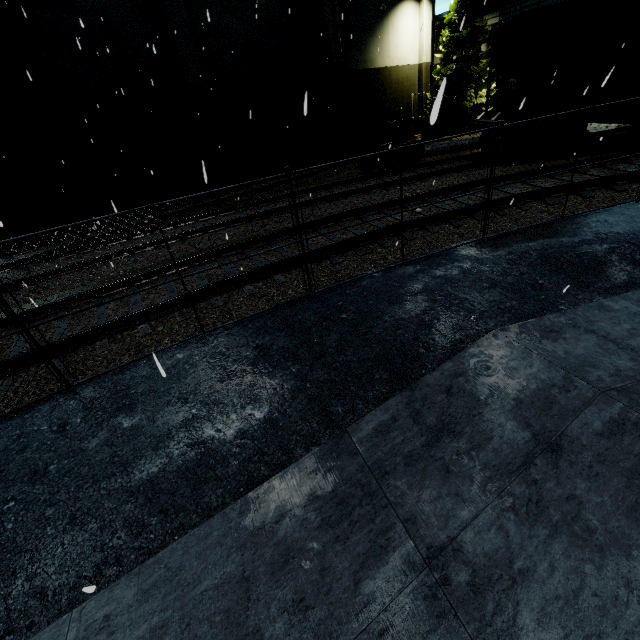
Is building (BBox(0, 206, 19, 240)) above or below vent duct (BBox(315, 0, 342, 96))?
below

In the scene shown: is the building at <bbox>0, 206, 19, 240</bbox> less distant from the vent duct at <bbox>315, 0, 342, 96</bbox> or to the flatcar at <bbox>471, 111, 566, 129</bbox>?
the vent duct at <bbox>315, 0, 342, 96</bbox>

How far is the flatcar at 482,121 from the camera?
11.2 meters

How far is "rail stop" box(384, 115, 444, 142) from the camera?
21.1m

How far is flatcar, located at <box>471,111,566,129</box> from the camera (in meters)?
11.21

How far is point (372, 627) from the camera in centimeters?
190cm

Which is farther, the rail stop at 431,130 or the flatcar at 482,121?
the rail stop at 431,130

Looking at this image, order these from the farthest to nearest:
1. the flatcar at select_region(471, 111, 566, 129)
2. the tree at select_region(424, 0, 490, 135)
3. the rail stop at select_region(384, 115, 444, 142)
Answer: the tree at select_region(424, 0, 490, 135)
the rail stop at select_region(384, 115, 444, 142)
the flatcar at select_region(471, 111, 566, 129)
